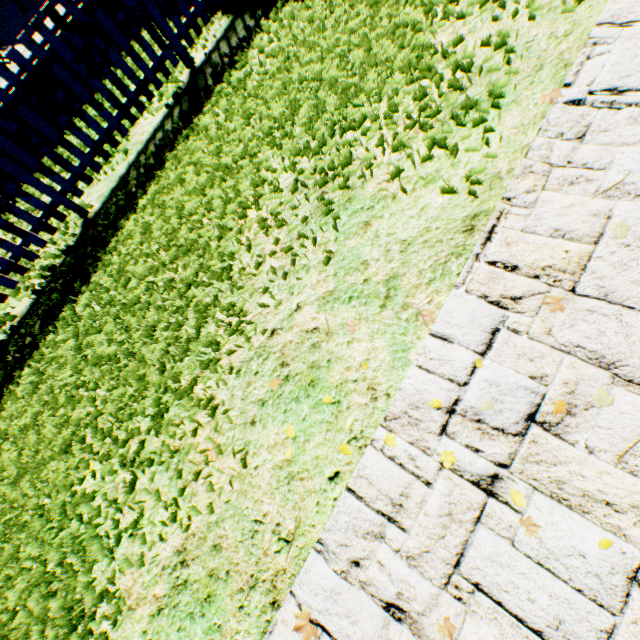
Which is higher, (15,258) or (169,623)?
(15,258)
